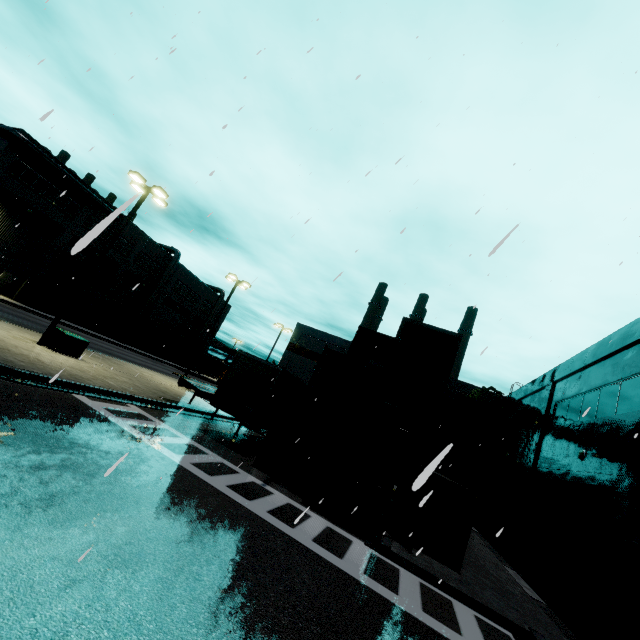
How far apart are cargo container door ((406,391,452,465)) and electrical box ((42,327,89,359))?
16.8 meters

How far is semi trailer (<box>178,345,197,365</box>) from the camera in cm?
5094

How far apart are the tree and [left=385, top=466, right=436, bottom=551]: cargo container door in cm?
1985

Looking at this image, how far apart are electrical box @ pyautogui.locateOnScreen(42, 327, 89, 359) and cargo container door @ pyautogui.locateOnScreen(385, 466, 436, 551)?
16.7 meters

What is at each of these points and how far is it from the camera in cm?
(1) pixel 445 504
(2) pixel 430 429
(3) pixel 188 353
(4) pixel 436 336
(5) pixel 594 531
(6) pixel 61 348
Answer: (1) cargo container door, 1102
(2) cargo container door, 1152
(3) semi trailer, 5153
(4) cargo container, 1451
(5) roll-up door, 1156
(6) electrical box, 1586

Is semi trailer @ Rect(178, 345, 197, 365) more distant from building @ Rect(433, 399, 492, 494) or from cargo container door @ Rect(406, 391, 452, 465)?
cargo container door @ Rect(406, 391, 452, 465)

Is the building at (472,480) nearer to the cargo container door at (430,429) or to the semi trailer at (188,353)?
the semi trailer at (188,353)

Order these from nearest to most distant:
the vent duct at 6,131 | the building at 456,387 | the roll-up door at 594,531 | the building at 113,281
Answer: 1. the roll-up door at 594,531
2. the vent duct at 6,131
3. the building at 456,387
4. the building at 113,281
